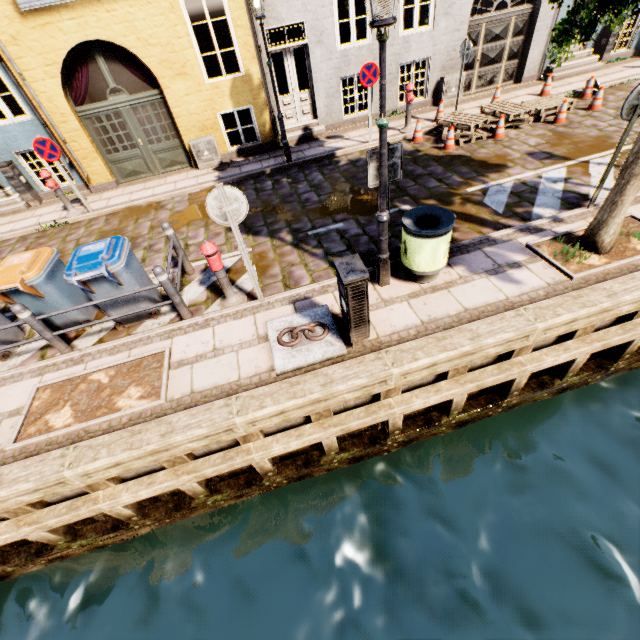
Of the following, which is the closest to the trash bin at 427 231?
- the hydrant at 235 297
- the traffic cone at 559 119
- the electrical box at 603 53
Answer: the hydrant at 235 297

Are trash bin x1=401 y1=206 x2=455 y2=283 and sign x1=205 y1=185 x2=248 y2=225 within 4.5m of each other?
yes

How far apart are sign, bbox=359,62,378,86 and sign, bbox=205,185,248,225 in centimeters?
675cm

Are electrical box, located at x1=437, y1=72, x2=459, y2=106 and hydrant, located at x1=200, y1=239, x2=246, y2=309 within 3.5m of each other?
no

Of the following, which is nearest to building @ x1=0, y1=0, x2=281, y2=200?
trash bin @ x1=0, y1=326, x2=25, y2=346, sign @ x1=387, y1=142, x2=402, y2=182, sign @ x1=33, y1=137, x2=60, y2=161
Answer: sign @ x1=33, y1=137, x2=60, y2=161

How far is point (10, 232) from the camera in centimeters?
888cm

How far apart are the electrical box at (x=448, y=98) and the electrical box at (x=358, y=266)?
10.6 meters

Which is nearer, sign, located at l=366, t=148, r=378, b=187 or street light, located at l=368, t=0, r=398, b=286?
street light, located at l=368, t=0, r=398, b=286
